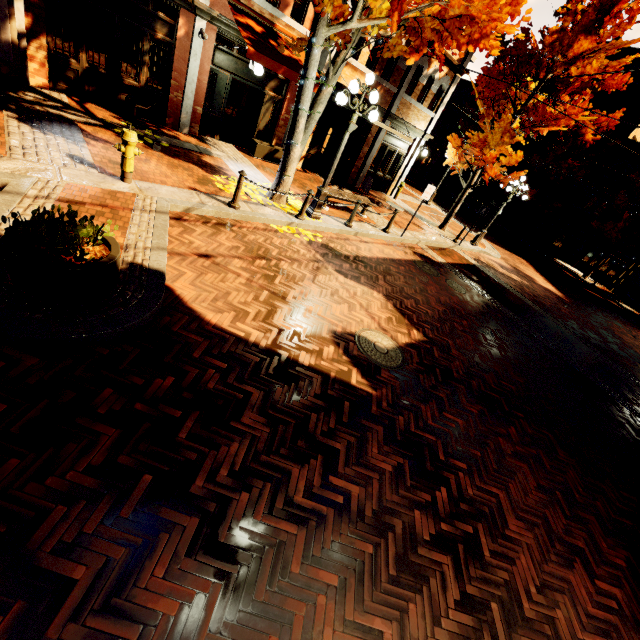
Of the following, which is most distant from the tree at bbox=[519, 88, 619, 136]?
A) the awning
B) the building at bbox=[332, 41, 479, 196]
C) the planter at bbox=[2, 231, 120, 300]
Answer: the planter at bbox=[2, 231, 120, 300]

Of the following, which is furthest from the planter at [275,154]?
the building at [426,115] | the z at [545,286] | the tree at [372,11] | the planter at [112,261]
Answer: the building at [426,115]

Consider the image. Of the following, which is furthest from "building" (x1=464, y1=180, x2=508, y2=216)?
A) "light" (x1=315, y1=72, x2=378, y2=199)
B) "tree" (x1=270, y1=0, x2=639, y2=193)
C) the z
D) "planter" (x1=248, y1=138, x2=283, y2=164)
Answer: "planter" (x1=248, y1=138, x2=283, y2=164)

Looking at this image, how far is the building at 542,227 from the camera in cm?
2664

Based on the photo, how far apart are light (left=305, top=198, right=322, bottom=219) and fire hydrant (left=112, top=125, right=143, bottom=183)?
4.5 meters

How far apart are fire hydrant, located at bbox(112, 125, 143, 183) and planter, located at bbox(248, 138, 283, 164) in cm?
648

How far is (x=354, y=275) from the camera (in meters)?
7.91

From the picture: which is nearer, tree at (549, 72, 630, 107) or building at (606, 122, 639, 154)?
tree at (549, 72, 630, 107)
